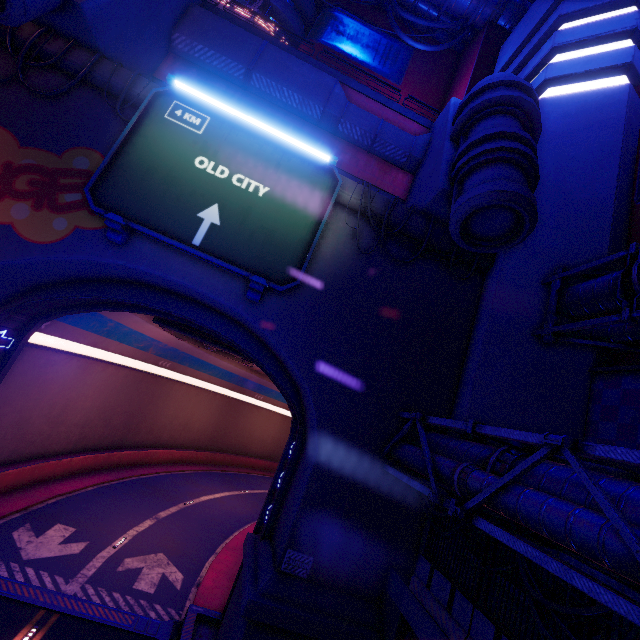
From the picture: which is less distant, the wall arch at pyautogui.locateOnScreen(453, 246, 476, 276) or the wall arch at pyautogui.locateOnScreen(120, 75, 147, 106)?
the wall arch at pyautogui.locateOnScreen(120, 75, 147, 106)

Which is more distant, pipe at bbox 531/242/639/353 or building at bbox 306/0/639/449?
building at bbox 306/0/639/449

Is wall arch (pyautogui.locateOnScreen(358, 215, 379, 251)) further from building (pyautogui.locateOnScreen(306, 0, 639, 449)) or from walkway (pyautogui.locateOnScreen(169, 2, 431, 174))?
walkway (pyautogui.locateOnScreen(169, 2, 431, 174))

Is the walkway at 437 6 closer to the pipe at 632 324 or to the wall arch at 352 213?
the wall arch at 352 213

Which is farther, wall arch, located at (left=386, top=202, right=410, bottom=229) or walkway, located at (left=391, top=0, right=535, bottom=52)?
walkway, located at (left=391, top=0, right=535, bottom=52)

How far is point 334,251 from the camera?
12.8m

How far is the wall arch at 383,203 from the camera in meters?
13.2

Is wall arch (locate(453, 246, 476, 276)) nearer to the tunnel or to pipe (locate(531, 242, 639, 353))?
the tunnel
